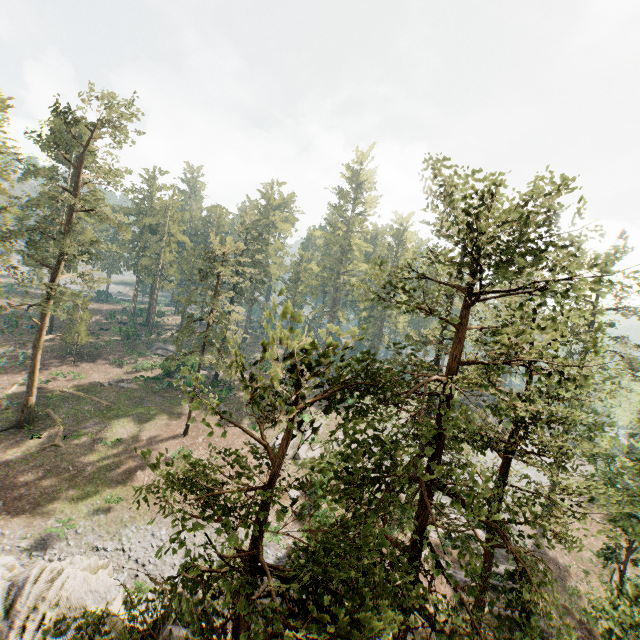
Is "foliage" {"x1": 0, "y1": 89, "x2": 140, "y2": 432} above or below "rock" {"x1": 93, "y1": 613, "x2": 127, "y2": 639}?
above

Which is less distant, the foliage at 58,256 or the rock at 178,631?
the rock at 178,631

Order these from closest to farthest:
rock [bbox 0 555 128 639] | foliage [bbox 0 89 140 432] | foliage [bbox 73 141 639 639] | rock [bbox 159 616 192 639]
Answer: foliage [bbox 73 141 639 639]
rock [bbox 0 555 128 639]
rock [bbox 159 616 192 639]
foliage [bbox 0 89 140 432]

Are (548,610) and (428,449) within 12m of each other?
no

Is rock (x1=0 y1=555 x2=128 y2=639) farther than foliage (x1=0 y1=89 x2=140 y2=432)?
No

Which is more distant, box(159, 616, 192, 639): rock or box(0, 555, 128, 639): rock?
box(159, 616, 192, 639): rock
